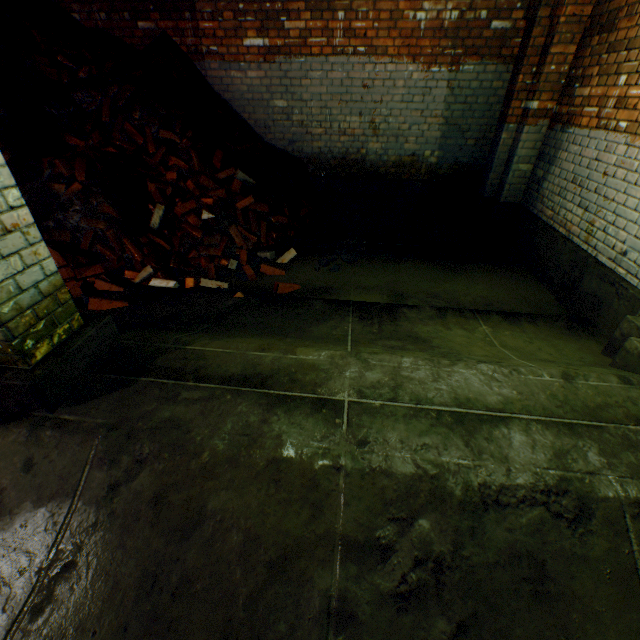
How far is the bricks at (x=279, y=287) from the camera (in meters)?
3.69

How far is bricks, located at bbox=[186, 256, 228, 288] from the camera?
3.7m

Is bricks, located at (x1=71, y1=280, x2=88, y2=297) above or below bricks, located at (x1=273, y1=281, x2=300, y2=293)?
above

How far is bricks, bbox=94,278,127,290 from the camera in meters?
3.5

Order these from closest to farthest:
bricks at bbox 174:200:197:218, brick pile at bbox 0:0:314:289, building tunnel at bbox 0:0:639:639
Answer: building tunnel at bbox 0:0:639:639 < brick pile at bbox 0:0:314:289 < bricks at bbox 174:200:197:218

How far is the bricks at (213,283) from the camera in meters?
3.7 m

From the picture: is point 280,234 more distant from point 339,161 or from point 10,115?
point 10,115

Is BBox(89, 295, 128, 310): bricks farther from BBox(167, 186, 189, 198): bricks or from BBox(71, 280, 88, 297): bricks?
BBox(167, 186, 189, 198): bricks
